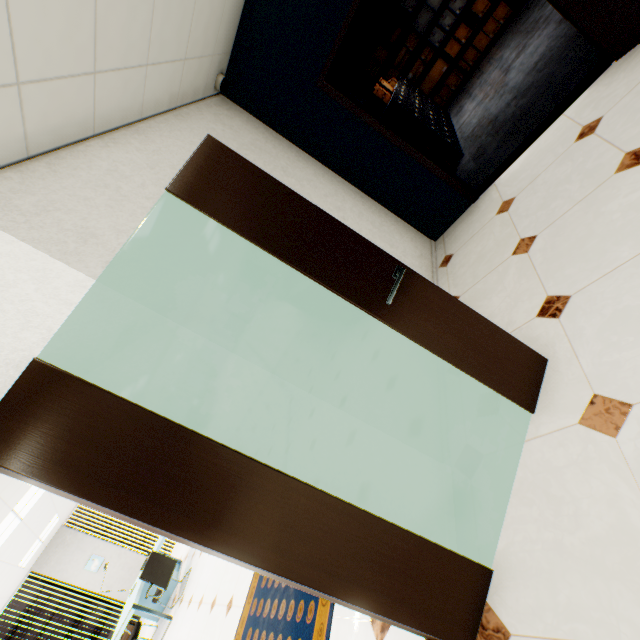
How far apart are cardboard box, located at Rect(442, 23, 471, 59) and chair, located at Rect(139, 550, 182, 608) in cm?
1187

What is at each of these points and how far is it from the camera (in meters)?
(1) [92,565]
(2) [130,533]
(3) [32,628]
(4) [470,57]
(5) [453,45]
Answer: (1) picture, 8.34
(2) building, 51.75
(3) building, 41.84
(4) cardboard box, 6.90
(5) cardboard box, 6.80

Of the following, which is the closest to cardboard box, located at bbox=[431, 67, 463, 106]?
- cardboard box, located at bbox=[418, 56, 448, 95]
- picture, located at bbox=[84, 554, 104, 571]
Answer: cardboard box, located at bbox=[418, 56, 448, 95]

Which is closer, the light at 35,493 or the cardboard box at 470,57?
the light at 35,493

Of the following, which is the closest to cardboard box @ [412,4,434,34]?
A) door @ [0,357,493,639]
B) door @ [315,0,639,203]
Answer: door @ [315,0,639,203]

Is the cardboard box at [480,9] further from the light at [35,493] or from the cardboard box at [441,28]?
the light at [35,493]

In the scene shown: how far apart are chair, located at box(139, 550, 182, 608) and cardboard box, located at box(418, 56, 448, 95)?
11.1 meters

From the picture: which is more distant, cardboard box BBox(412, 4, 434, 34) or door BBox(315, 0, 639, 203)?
cardboard box BBox(412, 4, 434, 34)
